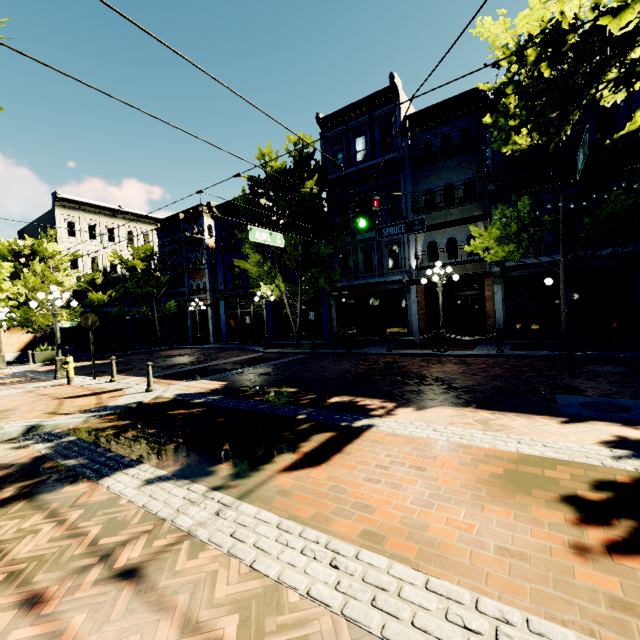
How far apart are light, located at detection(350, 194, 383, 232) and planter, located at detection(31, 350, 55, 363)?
20.84m

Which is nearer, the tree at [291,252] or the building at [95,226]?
the tree at [291,252]

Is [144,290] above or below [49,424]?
above

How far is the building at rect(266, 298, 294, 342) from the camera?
Answer: 23.3 meters

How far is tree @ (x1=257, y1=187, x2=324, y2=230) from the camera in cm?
1626

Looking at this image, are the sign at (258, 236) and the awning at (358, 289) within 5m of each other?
no

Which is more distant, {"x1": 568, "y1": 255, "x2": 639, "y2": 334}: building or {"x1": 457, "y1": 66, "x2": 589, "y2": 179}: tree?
{"x1": 568, "y1": 255, "x2": 639, "y2": 334}: building

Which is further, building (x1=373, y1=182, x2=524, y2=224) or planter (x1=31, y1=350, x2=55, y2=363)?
planter (x1=31, y1=350, x2=55, y2=363)
